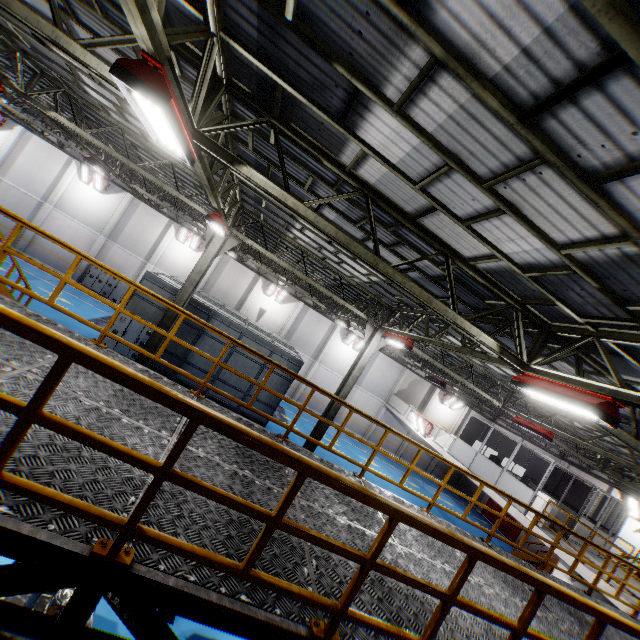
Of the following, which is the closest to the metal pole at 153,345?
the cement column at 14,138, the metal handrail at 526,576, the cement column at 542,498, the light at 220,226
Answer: the light at 220,226

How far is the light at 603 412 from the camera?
5.0m

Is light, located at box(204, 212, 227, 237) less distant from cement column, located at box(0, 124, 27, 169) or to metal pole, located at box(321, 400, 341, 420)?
metal pole, located at box(321, 400, 341, 420)

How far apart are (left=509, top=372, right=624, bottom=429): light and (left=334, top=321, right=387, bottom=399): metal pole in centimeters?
742cm

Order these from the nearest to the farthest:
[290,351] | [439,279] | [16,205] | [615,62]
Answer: [615,62] → [439,279] → [290,351] → [16,205]

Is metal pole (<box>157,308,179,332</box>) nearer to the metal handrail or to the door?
the metal handrail

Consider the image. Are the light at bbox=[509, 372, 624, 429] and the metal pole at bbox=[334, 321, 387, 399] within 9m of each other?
yes

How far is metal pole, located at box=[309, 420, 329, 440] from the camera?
13.7m
